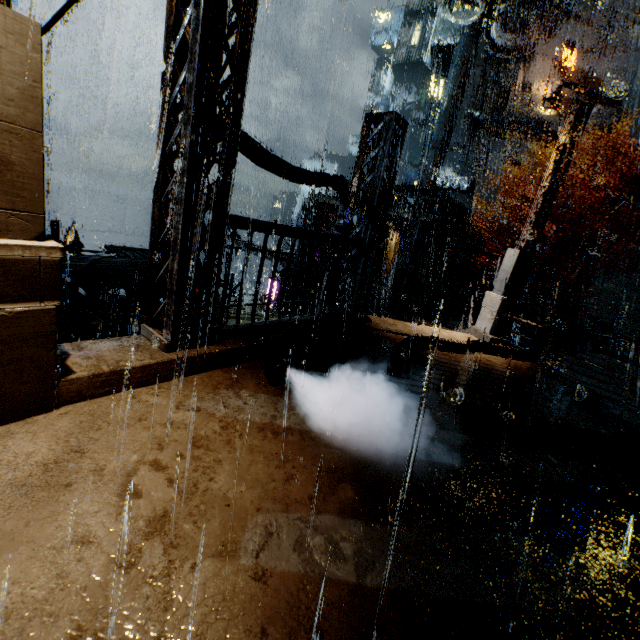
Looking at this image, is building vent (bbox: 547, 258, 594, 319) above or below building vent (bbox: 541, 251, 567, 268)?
below

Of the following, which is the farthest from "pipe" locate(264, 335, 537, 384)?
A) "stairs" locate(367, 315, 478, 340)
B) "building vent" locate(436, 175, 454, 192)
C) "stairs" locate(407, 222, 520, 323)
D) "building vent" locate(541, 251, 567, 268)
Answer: "building vent" locate(436, 175, 454, 192)

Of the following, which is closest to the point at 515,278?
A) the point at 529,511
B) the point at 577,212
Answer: the point at 529,511

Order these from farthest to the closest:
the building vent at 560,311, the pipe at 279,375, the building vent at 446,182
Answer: the building vent at 446,182
the building vent at 560,311
the pipe at 279,375

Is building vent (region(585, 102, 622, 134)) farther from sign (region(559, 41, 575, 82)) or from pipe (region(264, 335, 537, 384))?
pipe (region(264, 335, 537, 384))

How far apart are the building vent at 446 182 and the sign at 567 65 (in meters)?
12.80

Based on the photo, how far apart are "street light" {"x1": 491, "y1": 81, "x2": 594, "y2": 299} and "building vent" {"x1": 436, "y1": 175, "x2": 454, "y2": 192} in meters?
36.5 m

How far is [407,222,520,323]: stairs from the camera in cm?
2850
